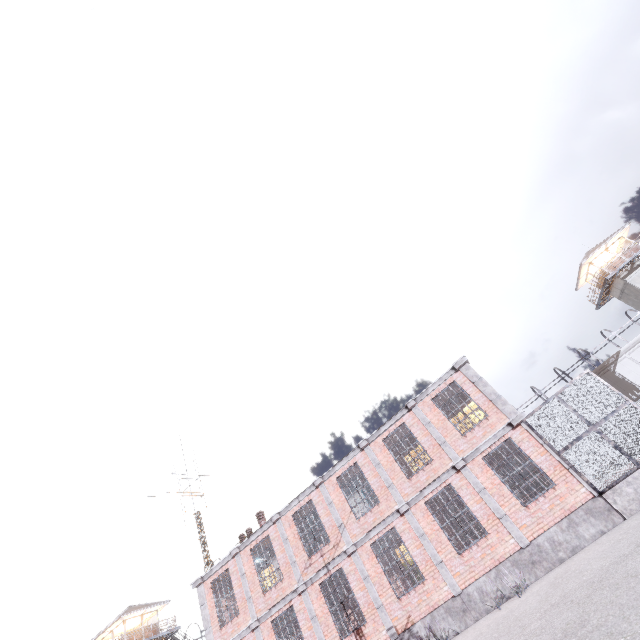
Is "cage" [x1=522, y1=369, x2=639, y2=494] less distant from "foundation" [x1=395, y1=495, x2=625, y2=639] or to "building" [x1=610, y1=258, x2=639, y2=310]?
"foundation" [x1=395, y1=495, x2=625, y2=639]

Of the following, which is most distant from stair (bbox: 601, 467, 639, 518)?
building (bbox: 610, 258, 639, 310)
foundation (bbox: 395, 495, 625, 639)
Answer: building (bbox: 610, 258, 639, 310)

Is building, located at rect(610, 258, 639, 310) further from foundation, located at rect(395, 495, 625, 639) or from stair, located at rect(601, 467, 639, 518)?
foundation, located at rect(395, 495, 625, 639)

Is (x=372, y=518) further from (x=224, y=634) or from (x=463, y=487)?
(x=224, y=634)

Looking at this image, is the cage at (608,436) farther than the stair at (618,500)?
Yes

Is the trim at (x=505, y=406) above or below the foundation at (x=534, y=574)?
above

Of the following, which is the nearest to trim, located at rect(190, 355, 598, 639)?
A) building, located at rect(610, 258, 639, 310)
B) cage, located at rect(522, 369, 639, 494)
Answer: cage, located at rect(522, 369, 639, 494)

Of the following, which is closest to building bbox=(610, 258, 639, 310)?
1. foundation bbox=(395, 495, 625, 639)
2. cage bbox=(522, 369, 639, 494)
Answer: cage bbox=(522, 369, 639, 494)
